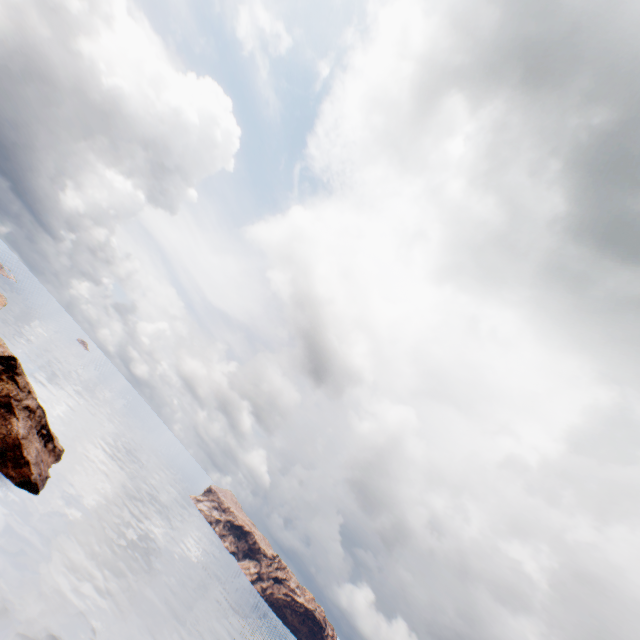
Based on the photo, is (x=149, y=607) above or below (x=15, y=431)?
below
